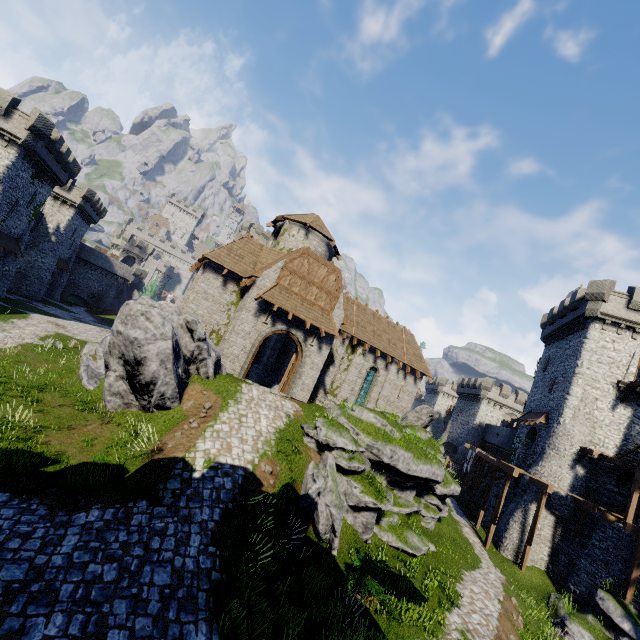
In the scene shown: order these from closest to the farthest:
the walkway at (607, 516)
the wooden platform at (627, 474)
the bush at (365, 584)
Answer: the bush at (365, 584) → the walkway at (607, 516) → the wooden platform at (627, 474)

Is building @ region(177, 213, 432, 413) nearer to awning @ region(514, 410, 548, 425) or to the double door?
the double door

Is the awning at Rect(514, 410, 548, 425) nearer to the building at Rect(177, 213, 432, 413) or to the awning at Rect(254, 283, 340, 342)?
the building at Rect(177, 213, 432, 413)

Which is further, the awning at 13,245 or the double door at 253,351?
the awning at 13,245

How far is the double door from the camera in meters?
19.2

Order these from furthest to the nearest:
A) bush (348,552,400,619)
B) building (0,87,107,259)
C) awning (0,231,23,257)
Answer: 1. awning (0,231,23,257)
2. building (0,87,107,259)
3. bush (348,552,400,619)

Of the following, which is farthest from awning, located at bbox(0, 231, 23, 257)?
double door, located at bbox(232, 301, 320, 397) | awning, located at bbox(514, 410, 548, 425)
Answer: awning, located at bbox(514, 410, 548, 425)

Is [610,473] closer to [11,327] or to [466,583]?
[466,583]
